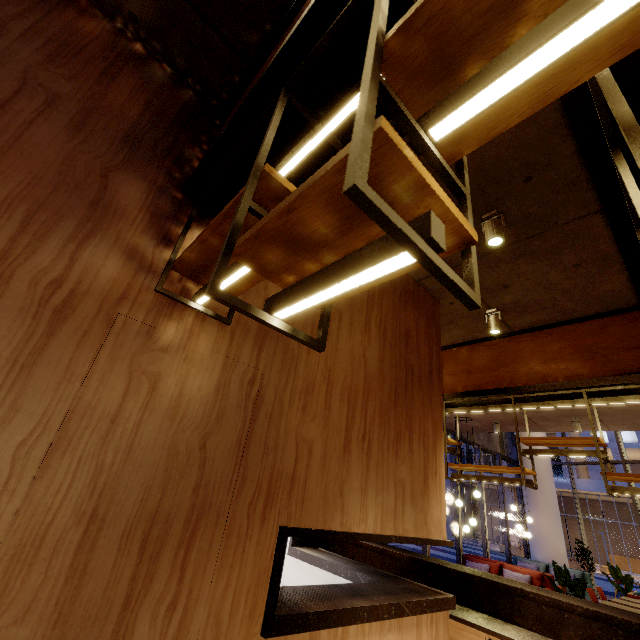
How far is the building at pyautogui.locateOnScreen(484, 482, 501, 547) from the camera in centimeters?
3515cm

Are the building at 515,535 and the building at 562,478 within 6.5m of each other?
yes

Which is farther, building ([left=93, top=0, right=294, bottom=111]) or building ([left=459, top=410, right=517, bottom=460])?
building ([left=459, top=410, right=517, bottom=460])

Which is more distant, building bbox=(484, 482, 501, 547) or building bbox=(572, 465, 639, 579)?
building bbox=(484, 482, 501, 547)

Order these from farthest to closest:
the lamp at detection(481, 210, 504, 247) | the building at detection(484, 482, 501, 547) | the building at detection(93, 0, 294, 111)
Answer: the building at detection(484, 482, 501, 547)
the lamp at detection(481, 210, 504, 247)
the building at detection(93, 0, 294, 111)

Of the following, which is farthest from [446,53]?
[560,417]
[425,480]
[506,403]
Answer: [560,417]

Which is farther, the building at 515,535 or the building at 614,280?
the building at 515,535

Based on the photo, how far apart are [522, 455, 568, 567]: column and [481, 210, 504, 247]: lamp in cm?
1442
